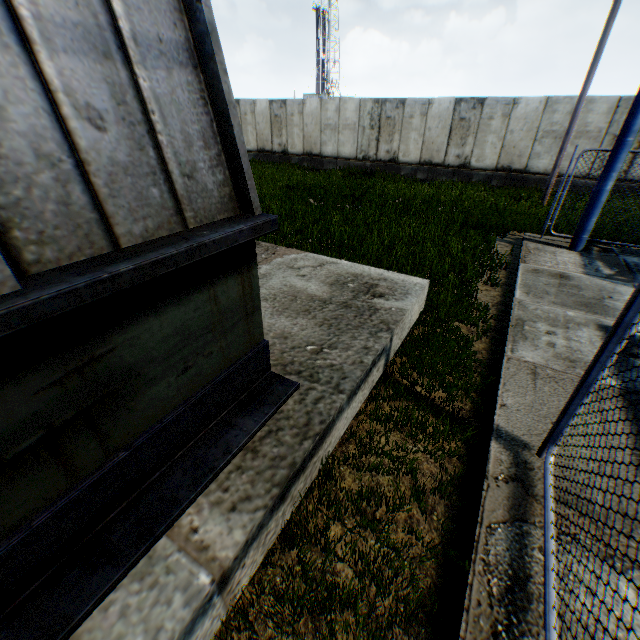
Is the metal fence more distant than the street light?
No

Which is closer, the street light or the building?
the building

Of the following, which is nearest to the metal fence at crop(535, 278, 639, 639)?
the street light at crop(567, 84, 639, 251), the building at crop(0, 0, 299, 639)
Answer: the building at crop(0, 0, 299, 639)

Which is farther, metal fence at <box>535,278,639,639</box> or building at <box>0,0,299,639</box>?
metal fence at <box>535,278,639,639</box>

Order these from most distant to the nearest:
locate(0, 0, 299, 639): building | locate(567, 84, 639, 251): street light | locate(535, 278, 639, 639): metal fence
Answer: locate(567, 84, 639, 251): street light → locate(535, 278, 639, 639): metal fence → locate(0, 0, 299, 639): building

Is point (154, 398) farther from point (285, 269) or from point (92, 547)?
point (285, 269)

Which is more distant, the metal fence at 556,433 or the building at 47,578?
the metal fence at 556,433

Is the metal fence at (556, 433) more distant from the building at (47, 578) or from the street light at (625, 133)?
the street light at (625, 133)
